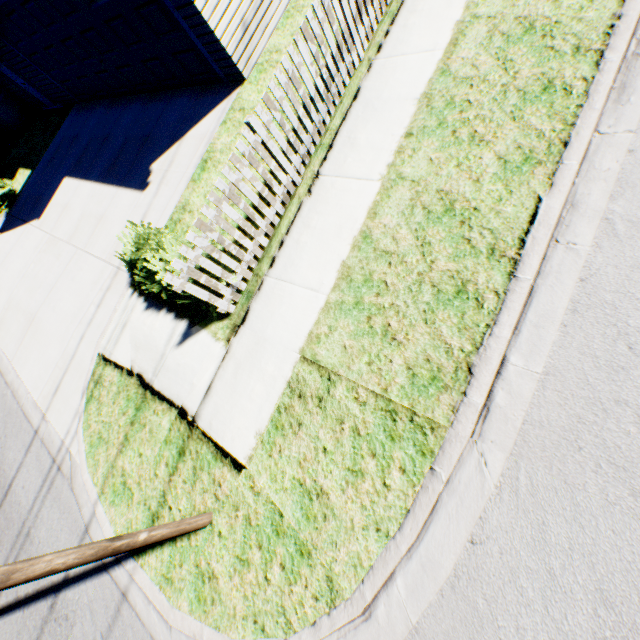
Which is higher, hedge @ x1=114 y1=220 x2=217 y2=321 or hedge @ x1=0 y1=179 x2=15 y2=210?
hedge @ x1=114 y1=220 x2=217 y2=321

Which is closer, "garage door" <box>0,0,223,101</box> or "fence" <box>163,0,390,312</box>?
"fence" <box>163,0,390,312</box>

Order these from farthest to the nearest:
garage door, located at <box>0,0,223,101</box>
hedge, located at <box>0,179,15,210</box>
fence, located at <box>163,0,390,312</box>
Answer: hedge, located at <box>0,179,15,210</box>, garage door, located at <box>0,0,223,101</box>, fence, located at <box>163,0,390,312</box>

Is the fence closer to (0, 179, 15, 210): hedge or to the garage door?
the garage door

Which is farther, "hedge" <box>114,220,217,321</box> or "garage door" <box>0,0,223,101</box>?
"garage door" <box>0,0,223,101</box>

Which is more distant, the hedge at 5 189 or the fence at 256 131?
the hedge at 5 189

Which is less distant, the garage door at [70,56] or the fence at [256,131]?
the fence at [256,131]

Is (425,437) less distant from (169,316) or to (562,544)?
(562,544)
